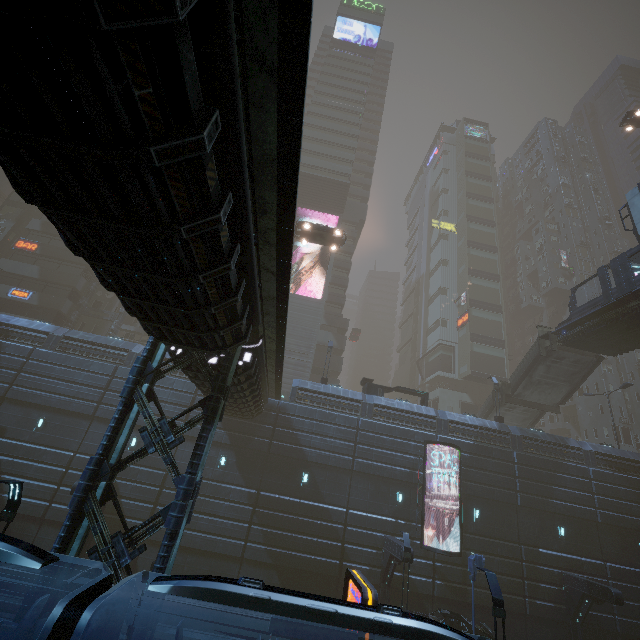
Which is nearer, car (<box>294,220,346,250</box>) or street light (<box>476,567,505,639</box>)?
street light (<box>476,567,505,639</box>)

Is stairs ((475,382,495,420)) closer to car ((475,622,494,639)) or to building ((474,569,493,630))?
building ((474,569,493,630))

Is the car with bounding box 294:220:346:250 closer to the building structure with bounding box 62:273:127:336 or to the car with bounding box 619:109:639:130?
the car with bounding box 619:109:639:130

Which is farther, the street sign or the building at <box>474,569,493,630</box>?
the building at <box>474,569,493,630</box>

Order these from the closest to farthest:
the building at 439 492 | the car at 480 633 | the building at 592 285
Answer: the car at 480 633 < the building at 439 492 < the building at 592 285

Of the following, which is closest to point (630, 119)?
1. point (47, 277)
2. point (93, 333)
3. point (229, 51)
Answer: point (229, 51)

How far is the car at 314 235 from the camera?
26.2 meters

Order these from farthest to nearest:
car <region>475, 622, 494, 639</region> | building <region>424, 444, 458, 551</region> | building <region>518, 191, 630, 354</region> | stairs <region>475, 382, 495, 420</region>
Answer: building <region>518, 191, 630, 354</region> < stairs <region>475, 382, 495, 420</region> < building <region>424, 444, 458, 551</region> < car <region>475, 622, 494, 639</region>
